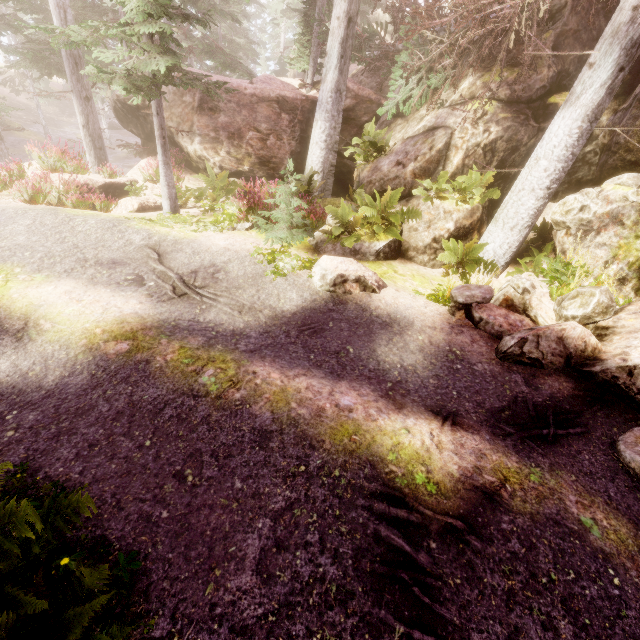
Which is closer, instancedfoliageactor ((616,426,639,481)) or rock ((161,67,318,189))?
instancedfoliageactor ((616,426,639,481))

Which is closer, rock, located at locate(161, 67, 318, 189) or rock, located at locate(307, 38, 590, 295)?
rock, located at locate(307, 38, 590, 295)

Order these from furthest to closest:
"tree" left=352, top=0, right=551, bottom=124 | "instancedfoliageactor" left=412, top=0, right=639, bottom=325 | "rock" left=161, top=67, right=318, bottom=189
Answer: "rock" left=161, top=67, right=318, bottom=189
"tree" left=352, top=0, right=551, bottom=124
"instancedfoliageactor" left=412, top=0, right=639, bottom=325

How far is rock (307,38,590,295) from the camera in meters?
8.9

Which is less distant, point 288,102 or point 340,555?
point 340,555

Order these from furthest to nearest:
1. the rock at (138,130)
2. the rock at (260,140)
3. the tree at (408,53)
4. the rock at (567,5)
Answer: the rock at (260,140), the rock at (138,130), the rock at (567,5), the tree at (408,53)

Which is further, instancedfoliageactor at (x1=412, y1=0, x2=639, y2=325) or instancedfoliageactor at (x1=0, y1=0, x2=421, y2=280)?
instancedfoliageactor at (x1=0, y1=0, x2=421, y2=280)

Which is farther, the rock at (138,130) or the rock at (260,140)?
the rock at (260,140)
